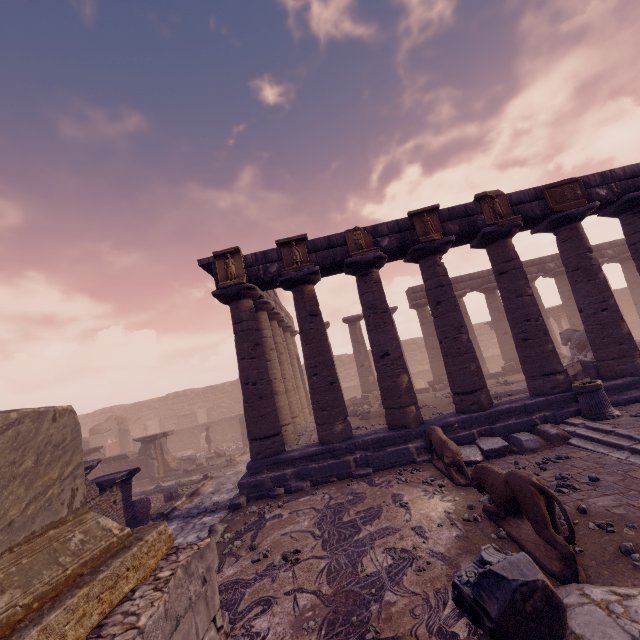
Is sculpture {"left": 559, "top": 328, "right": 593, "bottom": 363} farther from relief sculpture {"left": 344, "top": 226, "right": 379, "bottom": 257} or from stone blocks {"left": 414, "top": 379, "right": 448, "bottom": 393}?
relief sculpture {"left": 344, "top": 226, "right": 379, "bottom": 257}

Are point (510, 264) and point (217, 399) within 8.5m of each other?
no

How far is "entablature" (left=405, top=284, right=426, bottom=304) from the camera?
20.56m

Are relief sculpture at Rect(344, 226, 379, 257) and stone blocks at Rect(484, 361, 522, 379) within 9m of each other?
no

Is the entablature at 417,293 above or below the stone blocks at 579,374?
above

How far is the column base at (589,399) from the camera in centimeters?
812cm

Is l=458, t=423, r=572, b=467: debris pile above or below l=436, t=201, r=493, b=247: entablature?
below

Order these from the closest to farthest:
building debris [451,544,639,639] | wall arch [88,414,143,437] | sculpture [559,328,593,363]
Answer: building debris [451,544,639,639]
sculpture [559,328,593,363]
wall arch [88,414,143,437]
